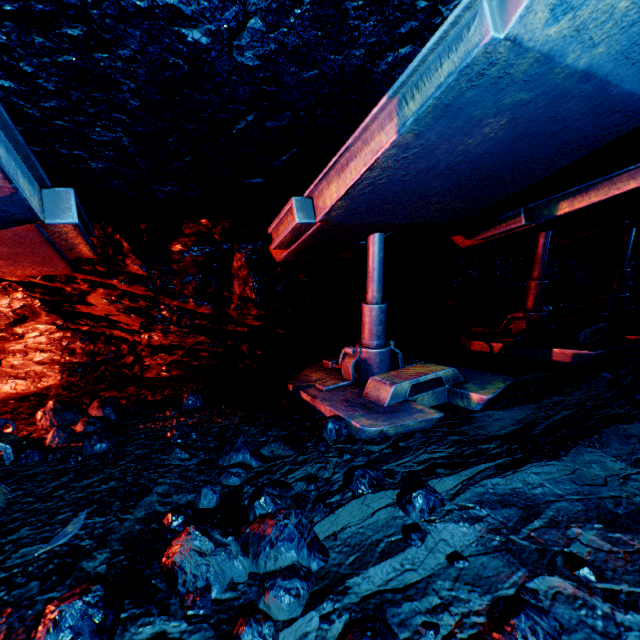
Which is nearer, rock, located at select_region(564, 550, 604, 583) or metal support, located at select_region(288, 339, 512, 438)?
rock, located at select_region(564, 550, 604, 583)

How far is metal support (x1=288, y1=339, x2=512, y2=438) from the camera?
2.4m

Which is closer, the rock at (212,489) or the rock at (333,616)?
the rock at (333,616)

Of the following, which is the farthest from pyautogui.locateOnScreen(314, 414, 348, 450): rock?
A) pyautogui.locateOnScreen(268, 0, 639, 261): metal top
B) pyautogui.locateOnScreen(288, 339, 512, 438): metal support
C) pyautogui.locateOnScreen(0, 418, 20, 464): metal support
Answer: pyautogui.locateOnScreen(0, 418, 20, 464): metal support

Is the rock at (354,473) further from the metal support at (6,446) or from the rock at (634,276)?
the metal support at (6,446)

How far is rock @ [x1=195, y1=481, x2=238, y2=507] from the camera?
1.8 meters

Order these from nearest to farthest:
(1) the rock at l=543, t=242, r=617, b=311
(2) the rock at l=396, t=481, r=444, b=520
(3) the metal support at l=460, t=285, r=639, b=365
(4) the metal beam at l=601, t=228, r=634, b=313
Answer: (2) the rock at l=396, t=481, r=444, b=520
(3) the metal support at l=460, t=285, r=639, b=365
(4) the metal beam at l=601, t=228, r=634, b=313
(1) the rock at l=543, t=242, r=617, b=311

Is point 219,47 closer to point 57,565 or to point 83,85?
point 83,85
